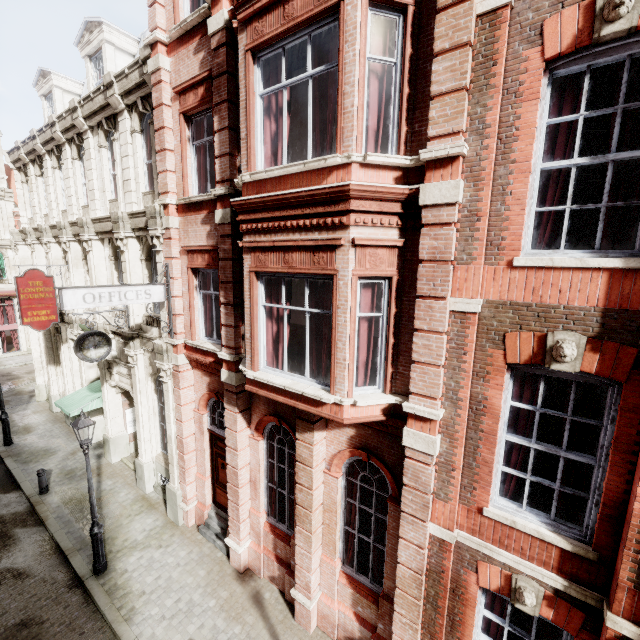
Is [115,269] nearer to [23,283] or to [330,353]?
[23,283]

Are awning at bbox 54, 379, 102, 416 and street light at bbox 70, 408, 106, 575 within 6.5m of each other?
yes

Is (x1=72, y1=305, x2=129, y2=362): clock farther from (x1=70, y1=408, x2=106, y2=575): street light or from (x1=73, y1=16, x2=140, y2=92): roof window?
(x1=73, y1=16, x2=140, y2=92): roof window

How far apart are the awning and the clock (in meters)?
4.05

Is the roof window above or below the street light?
above

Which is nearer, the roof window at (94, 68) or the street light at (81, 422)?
the street light at (81, 422)

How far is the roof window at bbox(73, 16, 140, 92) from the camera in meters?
11.7

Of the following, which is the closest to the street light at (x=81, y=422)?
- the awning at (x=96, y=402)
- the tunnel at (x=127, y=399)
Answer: the tunnel at (x=127, y=399)
